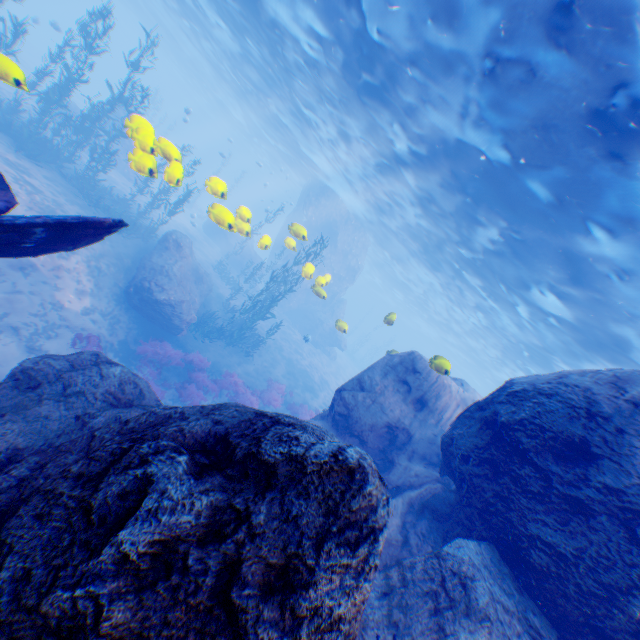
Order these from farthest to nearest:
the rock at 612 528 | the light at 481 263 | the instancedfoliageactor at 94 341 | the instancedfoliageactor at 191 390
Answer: the instancedfoliageactor at 191 390 → the instancedfoliageactor at 94 341 → the light at 481 263 → the rock at 612 528

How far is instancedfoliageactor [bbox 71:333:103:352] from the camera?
11.3 meters

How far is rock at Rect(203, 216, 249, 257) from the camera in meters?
8.2

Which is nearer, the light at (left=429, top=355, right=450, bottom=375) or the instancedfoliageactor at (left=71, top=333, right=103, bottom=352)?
the light at (left=429, top=355, right=450, bottom=375)

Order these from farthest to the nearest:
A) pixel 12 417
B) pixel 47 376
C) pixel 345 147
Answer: pixel 345 147 → pixel 47 376 → pixel 12 417

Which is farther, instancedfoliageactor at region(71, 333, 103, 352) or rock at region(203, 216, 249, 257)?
instancedfoliageactor at region(71, 333, 103, 352)

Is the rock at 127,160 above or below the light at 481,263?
below

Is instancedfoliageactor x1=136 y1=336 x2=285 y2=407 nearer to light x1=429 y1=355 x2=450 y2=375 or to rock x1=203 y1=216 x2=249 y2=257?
rock x1=203 y1=216 x2=249 y2=257
